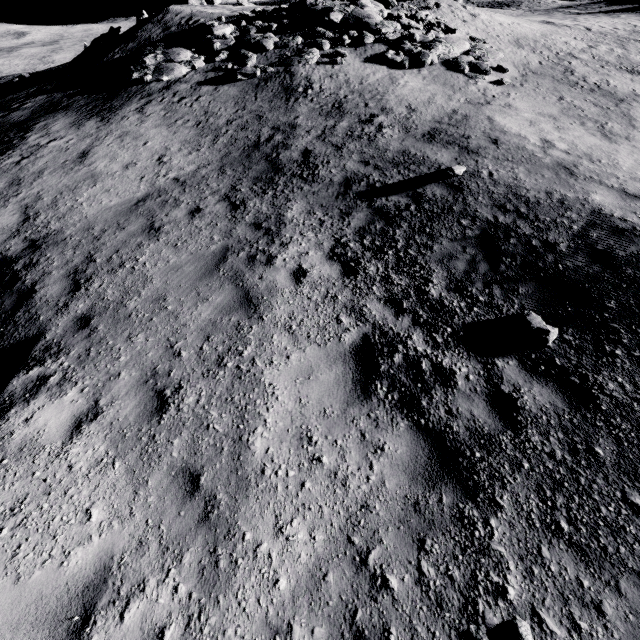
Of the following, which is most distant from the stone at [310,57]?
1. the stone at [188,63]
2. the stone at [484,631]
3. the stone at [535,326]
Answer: the stone at [484,631]

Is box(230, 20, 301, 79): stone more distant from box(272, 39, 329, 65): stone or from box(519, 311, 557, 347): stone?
box(519, 311, 557, 347): stone

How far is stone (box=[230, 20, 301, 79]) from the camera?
14.1m

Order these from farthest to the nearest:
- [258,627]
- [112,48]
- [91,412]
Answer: [112,48] < [91,412] < [258,627]

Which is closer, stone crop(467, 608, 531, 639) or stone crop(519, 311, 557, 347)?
stone crop(467, 608, 531, 639)

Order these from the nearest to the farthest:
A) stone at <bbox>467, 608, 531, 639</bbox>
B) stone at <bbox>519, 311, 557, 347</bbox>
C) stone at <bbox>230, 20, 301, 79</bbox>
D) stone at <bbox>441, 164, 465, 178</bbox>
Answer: stone at <bbox>467, 608, 531, 639</bbox>
stone at <bbox>519, 311, 557, 347</bbox>
stone at <bbox>441, 164, 465, 178</bbox>
stone at <bbox>230, 20, 301, 79</bbox>

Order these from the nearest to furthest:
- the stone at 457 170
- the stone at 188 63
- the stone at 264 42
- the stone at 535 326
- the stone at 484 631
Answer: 1. the stone at 484 631
2. the stone at 535 326
3. the stone at 457 170
4. the stone at 264 42
5. the stone at 188 63

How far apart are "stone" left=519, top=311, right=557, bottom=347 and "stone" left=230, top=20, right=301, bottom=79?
17.5 meters
